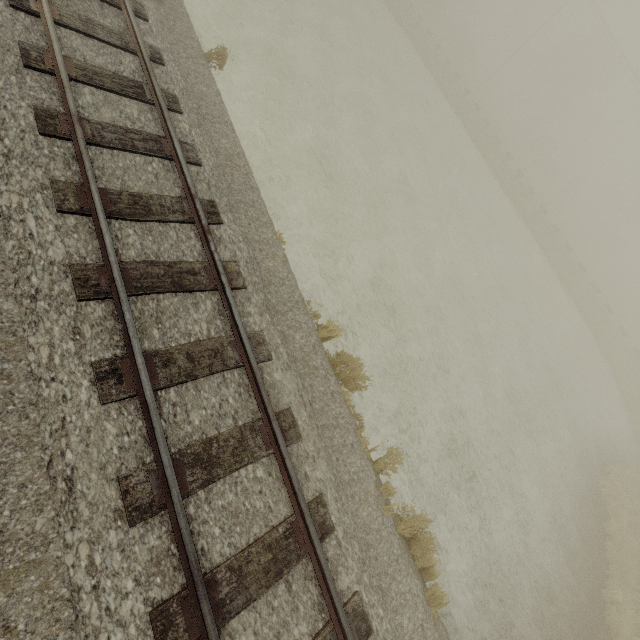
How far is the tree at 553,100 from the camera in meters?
41.9 m

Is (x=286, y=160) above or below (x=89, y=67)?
below

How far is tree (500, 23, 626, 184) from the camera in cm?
4194
